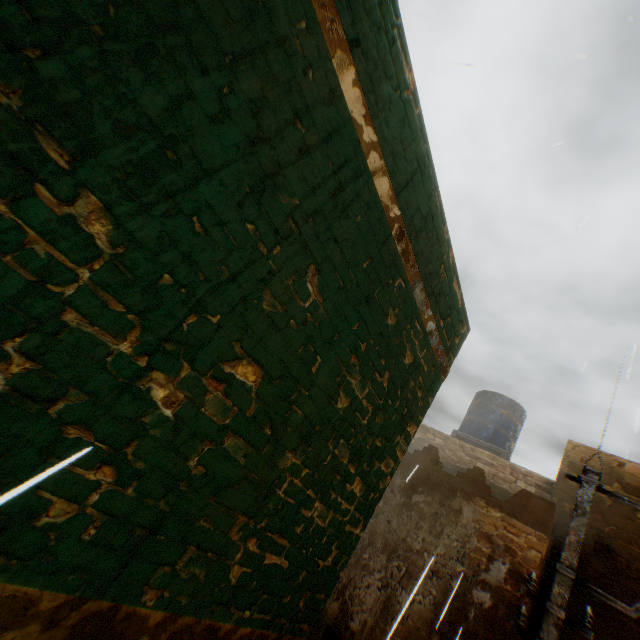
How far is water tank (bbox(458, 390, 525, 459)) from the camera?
9.9 meters

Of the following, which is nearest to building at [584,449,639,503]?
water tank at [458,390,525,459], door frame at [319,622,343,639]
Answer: door frame at [319,622,343,639]

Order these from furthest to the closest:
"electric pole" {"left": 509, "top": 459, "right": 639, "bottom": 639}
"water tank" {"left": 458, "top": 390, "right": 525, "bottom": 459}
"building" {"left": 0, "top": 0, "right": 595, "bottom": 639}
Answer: "water tank" {"left": 458, "top": 390, "right": 525, "bottom": 459} → "electric pole" {"left": 509, "top": 459, "right": 639, "bottom": 639} → "building" {"left": 0, "top": 0, "right": 595, "bottom": 639}

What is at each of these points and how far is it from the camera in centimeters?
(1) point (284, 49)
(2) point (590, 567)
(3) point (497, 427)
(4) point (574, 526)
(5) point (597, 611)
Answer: (1) building, 177cm
(2) building, 618cm
(3) water tank, 1002cm
(4) electric pole, 403cm
(5) building, 578cm

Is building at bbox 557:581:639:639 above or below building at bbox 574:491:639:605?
below

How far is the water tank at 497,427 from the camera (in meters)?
9.91

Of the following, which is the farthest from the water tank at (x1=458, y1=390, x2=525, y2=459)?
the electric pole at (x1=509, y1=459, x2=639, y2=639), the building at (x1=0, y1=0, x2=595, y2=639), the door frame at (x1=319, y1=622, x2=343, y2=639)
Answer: the door frame at (x1=319, y1=622, x2=343, y2=639)

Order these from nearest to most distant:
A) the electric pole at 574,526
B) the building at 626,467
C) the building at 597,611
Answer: the electric pole at 574,526, the building at 597,611, the building at 626,467
